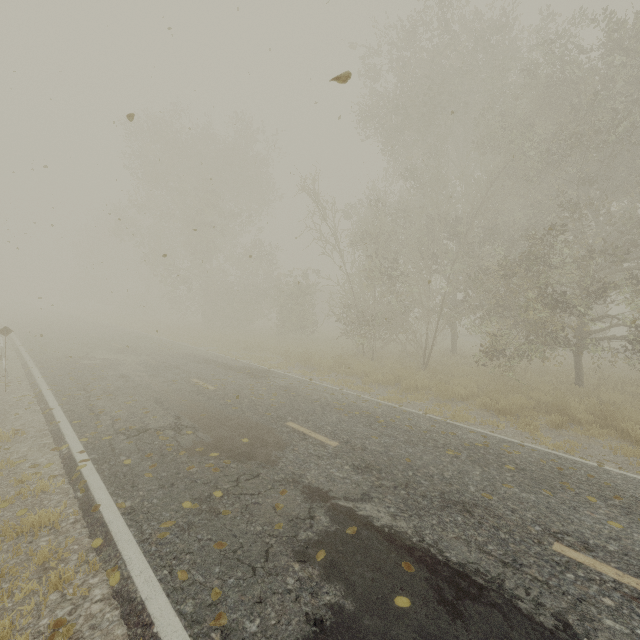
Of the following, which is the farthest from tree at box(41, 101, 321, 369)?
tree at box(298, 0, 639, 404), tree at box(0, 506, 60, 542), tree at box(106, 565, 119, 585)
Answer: tree at box(106, 565, 119, 585)

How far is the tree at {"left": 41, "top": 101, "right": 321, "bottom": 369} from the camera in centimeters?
2389cm

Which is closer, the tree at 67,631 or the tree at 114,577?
the tree at 67,631

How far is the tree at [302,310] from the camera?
23.9 meters

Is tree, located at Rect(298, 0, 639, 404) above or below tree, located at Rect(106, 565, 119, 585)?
above

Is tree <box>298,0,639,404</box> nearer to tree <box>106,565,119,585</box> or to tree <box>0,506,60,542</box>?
tree <box>106,565,119,585</box>

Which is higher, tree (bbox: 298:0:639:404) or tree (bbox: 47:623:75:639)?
tree (bbox: 298:0:639:404)

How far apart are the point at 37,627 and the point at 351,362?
12.9m
